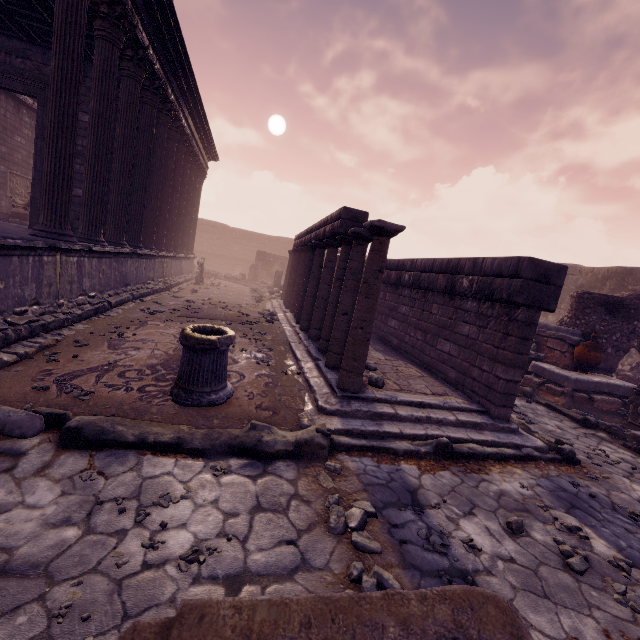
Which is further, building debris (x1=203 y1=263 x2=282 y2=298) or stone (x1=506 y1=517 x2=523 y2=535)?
building debris (x1=203 y1=263 x2=282 y2=298)

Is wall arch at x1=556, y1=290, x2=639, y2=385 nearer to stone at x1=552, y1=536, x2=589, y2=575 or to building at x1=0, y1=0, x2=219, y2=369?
stone at x1=552, y1=536, x2=589, y2=575

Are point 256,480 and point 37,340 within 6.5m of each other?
yes

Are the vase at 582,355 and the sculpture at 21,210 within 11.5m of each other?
no

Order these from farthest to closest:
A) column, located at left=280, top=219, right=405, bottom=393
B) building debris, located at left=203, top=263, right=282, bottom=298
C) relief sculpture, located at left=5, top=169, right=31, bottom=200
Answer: building debris, located at left=203, top=263, right=282, bottom=298
relief sculpture, located at left=5, top=169, right=31, bottom=200
column, located at left=280, top=219, right=405, bottom=393

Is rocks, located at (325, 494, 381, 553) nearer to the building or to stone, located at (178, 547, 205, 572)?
stone, located at (178, 547, 205, 572)

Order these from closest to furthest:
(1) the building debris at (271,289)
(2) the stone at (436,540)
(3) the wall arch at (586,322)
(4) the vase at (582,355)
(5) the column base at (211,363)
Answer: (2) the stone at (436,540)
(5) the column base at (211,363)
(4) the vase at (582,355)
(3) the wall arch at (586,322)
(1) the building debris at (271,289)

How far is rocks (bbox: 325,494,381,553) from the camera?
2.6 meters
